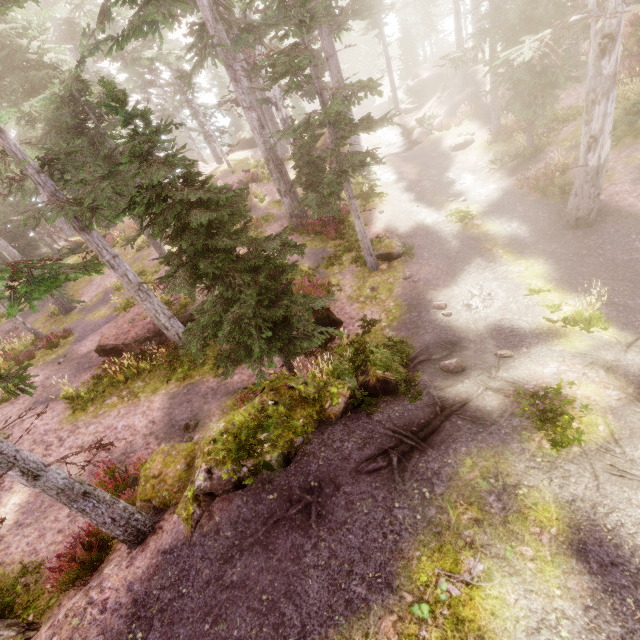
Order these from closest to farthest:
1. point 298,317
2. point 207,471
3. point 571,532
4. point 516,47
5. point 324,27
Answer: point 571,532 → point 207,471 → point 298,317 → point 516,47 → point 324,27

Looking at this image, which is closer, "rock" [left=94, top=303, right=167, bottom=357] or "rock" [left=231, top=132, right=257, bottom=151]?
"rock" [left=94, top=303, right=167, bottom=357]

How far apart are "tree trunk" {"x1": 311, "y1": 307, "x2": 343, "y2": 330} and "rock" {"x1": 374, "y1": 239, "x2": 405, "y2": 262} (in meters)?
3.52

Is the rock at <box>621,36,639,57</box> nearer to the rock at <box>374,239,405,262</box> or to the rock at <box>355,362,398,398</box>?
the rock at <box>355,362,398,398</box>

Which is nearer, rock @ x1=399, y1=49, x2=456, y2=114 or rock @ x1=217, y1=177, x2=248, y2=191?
rock @ x1=217, y1=177, x2=248, y2=191

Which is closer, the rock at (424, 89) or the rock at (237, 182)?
the rock at (237, 182)

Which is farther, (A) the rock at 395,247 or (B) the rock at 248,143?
(B) the rock at 248,143

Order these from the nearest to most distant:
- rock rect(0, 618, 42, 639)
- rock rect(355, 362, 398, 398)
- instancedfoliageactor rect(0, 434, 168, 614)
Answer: instancedfoliageactor rect(0, 434, 168, 614) < rock rect(0, 618, 42, 639) < rock rect(355, 362, 398, 398)
